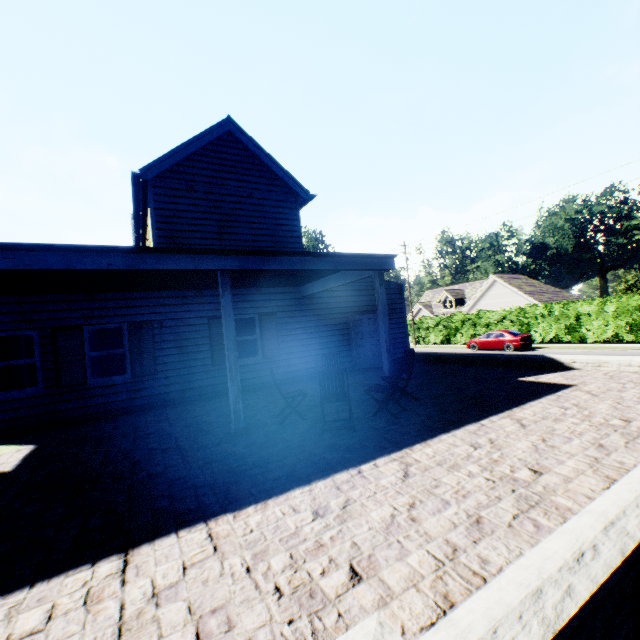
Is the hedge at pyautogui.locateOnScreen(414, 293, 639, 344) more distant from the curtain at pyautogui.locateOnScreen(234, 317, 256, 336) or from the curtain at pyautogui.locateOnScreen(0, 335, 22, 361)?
the curtain at pyautogui.locateOnScreen(0, 335, 22, 361)

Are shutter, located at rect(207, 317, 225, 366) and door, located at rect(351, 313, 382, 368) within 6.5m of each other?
yes

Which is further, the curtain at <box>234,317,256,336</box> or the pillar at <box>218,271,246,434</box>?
the curtain at <box>234,317,256,336</box>

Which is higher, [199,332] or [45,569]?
[199,332]

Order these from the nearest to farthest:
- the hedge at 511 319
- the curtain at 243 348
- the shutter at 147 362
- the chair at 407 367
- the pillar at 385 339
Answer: the chair at 407 367
the pillar at 385 339
the shutter at 147 362
the curtain at 243 348
the hedge at 511 319

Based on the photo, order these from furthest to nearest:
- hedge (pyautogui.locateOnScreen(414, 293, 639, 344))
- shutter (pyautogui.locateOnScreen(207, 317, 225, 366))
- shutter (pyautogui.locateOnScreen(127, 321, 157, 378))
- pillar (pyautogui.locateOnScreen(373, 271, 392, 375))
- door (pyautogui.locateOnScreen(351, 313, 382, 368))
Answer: hedge (pyautogui.locateOnScreen(414, 293, 639, 344))
door (pyautogui.locateOnScreen(351, 313, 382, 368))
shutter (pyautogui.locateOnScreen(207, 317, 225, 366))
shutter (pyautogui.locateOnScreen(127, 321, 157, 378))
pillar (pyautogui.locateOnScreen(373, 271, 392, 375))

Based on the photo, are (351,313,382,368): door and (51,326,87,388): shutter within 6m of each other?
no

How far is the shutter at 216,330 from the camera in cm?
1052
